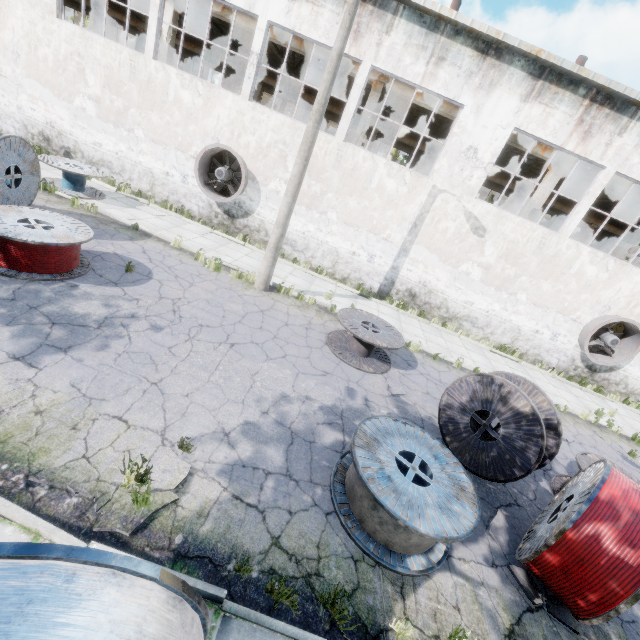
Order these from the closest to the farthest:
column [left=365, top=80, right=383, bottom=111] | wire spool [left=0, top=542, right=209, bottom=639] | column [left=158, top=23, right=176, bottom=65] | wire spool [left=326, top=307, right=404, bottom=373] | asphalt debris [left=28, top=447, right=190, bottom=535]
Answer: wire spool [left=0, top=542, right=209, bottom=639], asphalt debris [left=28, top=447, right=190, bottom=535], wire spool [left=326, top=307, right=404, bottom=373], column [left=365, top=80, right=383, bottom=111], column [left=158, top=23, right=176, bottom=65]

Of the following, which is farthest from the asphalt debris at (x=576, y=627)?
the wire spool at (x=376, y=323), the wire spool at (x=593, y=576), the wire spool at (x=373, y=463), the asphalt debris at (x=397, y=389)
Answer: the wire spool at (x=376, y=323)

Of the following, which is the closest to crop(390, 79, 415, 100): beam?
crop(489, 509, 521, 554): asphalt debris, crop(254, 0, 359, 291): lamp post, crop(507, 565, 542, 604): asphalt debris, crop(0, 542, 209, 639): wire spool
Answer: crop(254, 0, 359, 291): lamp post

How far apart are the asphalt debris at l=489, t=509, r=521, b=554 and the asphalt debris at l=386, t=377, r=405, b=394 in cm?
307

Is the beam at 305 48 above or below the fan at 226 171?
above

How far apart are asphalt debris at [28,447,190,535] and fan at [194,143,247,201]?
11.4 meters

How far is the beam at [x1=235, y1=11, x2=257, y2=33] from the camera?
14.0 meters

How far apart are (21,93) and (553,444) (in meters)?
22.67
